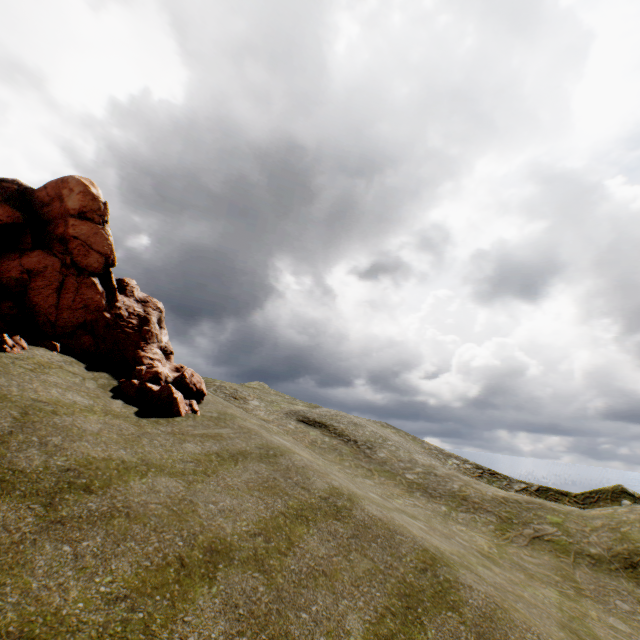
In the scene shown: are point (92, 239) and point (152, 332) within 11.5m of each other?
yes
